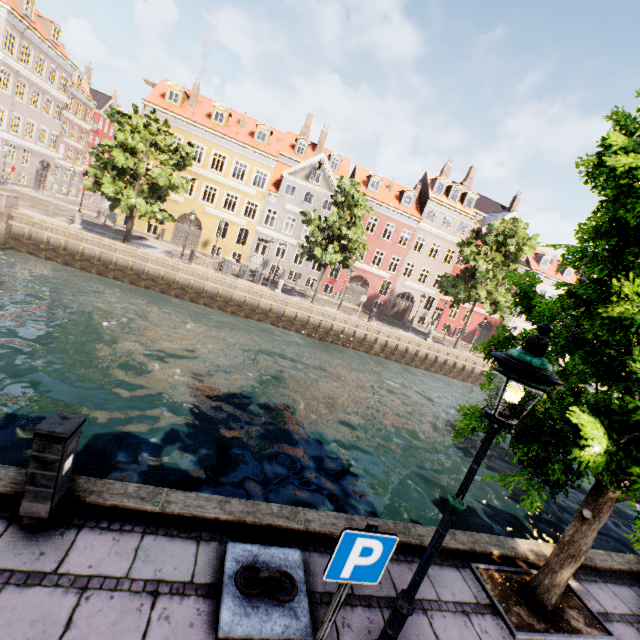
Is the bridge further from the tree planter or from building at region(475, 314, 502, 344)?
the tree planter

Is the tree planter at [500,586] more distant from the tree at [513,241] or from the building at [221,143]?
the building at [221,143]

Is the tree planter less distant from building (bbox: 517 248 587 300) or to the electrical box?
the electrical box

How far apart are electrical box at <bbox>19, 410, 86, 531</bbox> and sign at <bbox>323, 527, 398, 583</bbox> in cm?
284

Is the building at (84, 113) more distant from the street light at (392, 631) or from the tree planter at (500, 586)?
the tree planter at (500, 586)

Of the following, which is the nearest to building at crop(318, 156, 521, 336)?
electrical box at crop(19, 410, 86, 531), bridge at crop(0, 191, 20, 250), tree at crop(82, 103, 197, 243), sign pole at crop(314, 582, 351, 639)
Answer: tree at crop(82, 103, 197, 243)

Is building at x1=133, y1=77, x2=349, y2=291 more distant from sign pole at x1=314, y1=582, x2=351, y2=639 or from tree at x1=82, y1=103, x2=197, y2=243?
sign pole at x1=314, y1=582, x2=351, y2=639

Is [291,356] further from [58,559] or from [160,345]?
[58,559]
